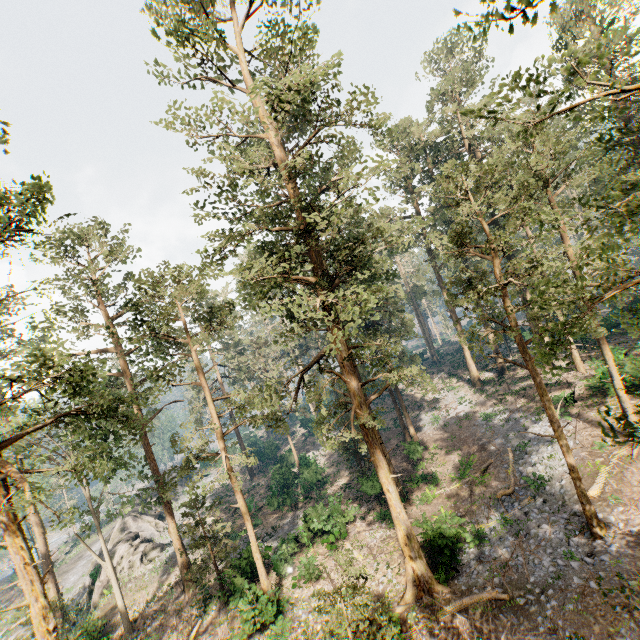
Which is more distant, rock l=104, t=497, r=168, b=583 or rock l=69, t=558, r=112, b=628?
rock l=104, t=497, r=168, b=583

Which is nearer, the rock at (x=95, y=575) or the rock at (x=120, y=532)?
the rock at (x=95, y=575)

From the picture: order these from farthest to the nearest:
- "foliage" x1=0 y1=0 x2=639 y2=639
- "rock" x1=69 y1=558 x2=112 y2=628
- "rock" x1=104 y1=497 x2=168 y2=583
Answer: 1. "rock" x1=104 y1=497 x2=168 y2=583
2. "rock" x1=69 y1=558 x2=112 y2=628
3. "foliage" x1=0 y1=0 x2=639 y2=639

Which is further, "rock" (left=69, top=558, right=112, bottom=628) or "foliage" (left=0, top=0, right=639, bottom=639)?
"rock" (left=69, top=558, right=112, bottom=628)

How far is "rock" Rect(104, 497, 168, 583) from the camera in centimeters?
3094cm

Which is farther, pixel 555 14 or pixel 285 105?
pixel 285 105

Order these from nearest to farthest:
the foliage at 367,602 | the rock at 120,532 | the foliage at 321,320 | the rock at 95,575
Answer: the foliage at 367,602 < the foliage at 321,320 < the rock at 95,575 < the rock at 120,532
